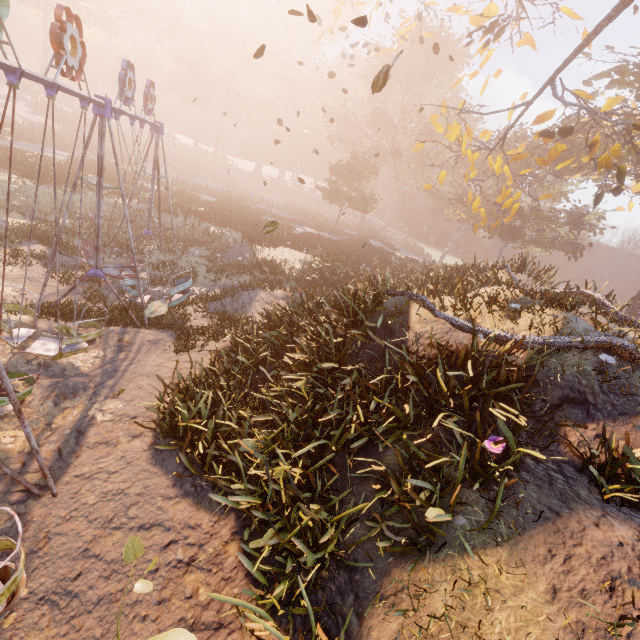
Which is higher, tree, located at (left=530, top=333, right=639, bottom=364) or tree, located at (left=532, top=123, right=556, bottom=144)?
tree, located at (left=532, top=123, right=556, bottom=144)

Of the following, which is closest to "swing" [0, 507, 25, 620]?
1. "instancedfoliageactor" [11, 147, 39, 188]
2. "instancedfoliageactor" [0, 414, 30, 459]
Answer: "instancedfoliageactor" [0, 414, 30, 459]

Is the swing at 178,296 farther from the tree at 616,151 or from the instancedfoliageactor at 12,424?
the tree at 616,151

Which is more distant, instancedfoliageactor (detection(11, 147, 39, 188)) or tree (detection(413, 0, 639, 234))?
instancedfoliageactor (detection(11, 147, 39, 188))

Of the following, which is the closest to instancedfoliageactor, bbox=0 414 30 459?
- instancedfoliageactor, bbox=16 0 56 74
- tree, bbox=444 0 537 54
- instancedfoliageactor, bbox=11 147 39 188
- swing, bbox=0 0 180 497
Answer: swing, bbox=0 0 180 497

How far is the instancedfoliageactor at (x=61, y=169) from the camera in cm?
1978

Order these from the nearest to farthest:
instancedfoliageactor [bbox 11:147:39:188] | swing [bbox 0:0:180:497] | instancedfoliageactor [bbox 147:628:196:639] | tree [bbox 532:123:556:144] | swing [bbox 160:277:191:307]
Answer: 1. instancedfoliageactor [bbox 147:628:196:639]
2. swing [bbox 0:0:180:497]
3. swing [bbox 160:277:191:307]
4. tree [bbox 532:123:556:144]
5. instancedfoliageactor [bbox 11:147:39:188]

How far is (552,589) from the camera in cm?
372
